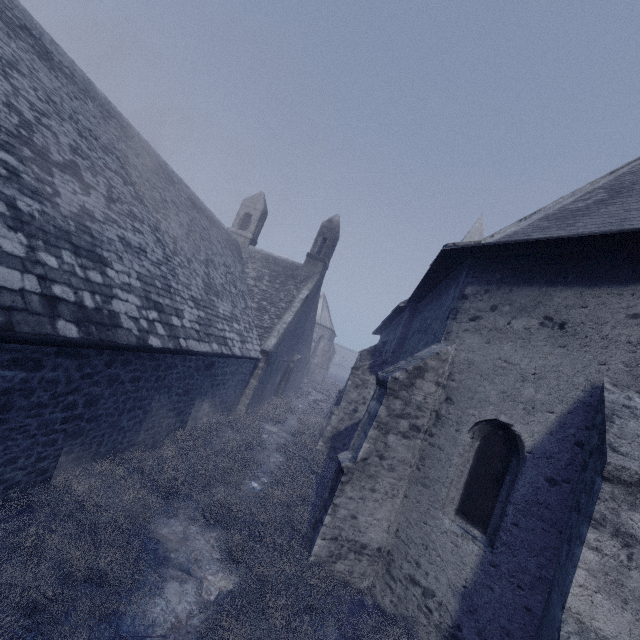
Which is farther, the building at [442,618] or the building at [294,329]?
the building at [294,329]

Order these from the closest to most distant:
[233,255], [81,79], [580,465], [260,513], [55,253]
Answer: [580,465], [55,253], [260,513], [81,79], [233,255]

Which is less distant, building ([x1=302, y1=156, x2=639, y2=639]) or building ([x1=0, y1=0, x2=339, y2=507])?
building ([x1=302, y1=156, x2=639, y2=639])
